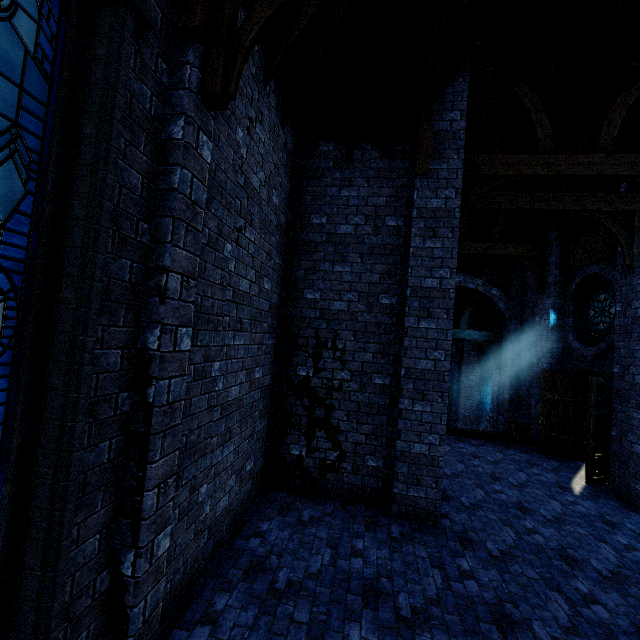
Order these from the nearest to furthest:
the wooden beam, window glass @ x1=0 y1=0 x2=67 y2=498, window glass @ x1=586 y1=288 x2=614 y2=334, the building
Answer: window glass @ x1=0 y1=0 x2=67 y2=498, the building, window glass @ x1=586 y1=288 x2=614 y2=334, the wooden beam

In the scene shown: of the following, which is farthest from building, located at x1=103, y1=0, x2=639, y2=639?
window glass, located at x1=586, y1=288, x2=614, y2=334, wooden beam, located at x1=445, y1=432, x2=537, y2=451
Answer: window glass, located at x1=586, y1=288, x2=614, y2=334

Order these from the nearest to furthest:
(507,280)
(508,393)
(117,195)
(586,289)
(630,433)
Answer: Result: (117,195) → (630,433) → (586,289) → (508,393) → (507,280)

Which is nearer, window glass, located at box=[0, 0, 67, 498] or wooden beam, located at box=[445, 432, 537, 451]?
window glass, located at box=[0, 0, 67, 498]

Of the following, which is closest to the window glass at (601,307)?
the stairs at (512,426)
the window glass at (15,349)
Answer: the stairs at (512,426)

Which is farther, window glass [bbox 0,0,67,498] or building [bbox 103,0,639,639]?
building [bbox 103,0,639,639]

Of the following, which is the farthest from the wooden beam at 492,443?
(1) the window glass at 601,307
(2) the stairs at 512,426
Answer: (1) the window glass at 601,307

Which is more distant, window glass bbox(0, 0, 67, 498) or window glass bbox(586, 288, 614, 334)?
window glass bbox(586, 288, 614, 334)
